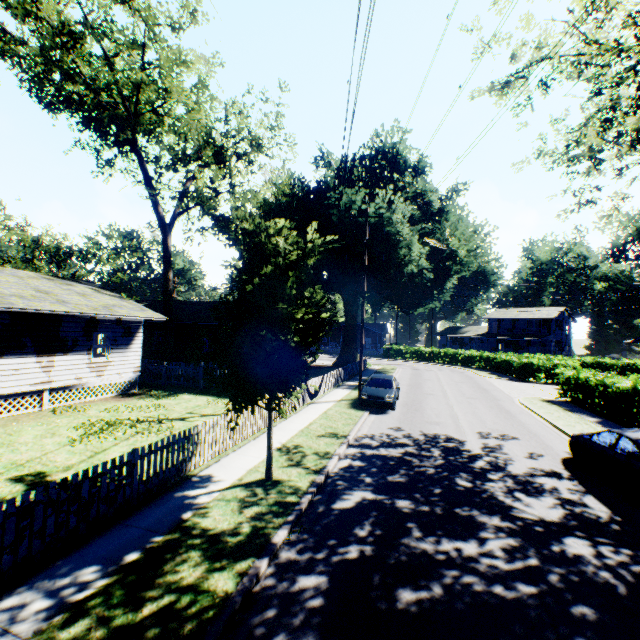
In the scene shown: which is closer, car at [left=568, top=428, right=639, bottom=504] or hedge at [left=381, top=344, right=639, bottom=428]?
car at [left=568, top=428, right=639, bottom=504]

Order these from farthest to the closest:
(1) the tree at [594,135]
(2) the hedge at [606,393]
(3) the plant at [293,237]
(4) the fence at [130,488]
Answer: (2) the hedge at [606,393] → (1) the tree at [594,135] → (3) the plant at [293,237] → (4) the fence at [130,488]

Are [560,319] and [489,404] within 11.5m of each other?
no

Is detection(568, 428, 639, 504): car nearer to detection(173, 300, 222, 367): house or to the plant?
the plant

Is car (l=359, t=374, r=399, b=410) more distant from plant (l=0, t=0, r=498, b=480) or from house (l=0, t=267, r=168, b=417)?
house (l=0, t=267, r=168, b=417)

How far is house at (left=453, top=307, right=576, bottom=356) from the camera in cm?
5228

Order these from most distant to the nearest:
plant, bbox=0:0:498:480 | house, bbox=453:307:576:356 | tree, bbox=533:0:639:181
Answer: house, bbox=453:307:576:356 → tree, bbox=533:0:639:181 → plant, bbox=0:0:498:480

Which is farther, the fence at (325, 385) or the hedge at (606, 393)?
the fence at (325, 385)
